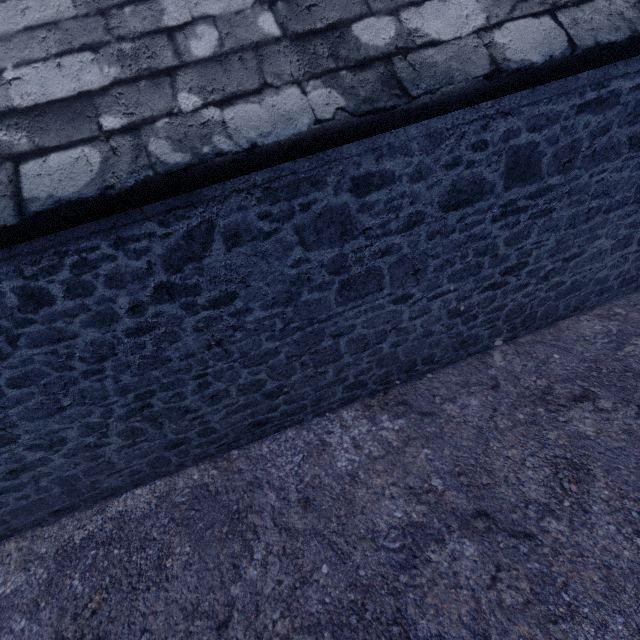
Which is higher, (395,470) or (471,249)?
(471,249)
